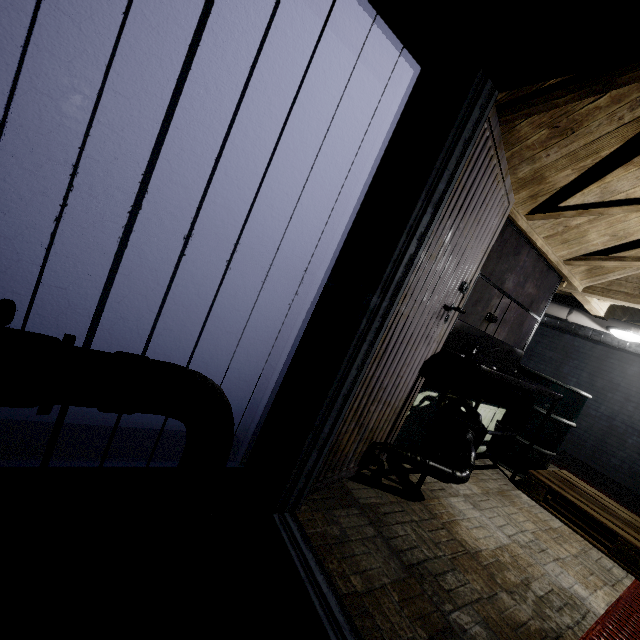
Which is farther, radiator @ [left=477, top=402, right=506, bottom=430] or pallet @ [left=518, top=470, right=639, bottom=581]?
radiator @ [left=477, top=402, right=506, bottom=430]

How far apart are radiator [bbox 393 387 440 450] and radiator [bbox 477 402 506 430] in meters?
0.1 m

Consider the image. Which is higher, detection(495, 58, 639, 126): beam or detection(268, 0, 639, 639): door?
detection(495, 58, 639, 126): beam

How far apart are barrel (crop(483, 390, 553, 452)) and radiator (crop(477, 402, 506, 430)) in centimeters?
2cm

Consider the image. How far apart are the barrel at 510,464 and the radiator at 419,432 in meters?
1.1

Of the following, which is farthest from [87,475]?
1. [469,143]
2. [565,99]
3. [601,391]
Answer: [601,391]

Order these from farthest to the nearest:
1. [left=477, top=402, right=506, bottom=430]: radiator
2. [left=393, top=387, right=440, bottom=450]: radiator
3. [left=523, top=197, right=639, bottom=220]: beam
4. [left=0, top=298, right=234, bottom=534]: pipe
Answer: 1. [left=477, top=402, right=506, bottom=430]: radiator
2. [left=393, top=387, right=440, bottom=450]: radiator
3. [left=523, top=197, right=639, bottom=220]: beam
4. [left=0, top=298, right=234, bottom=534]: pipe
